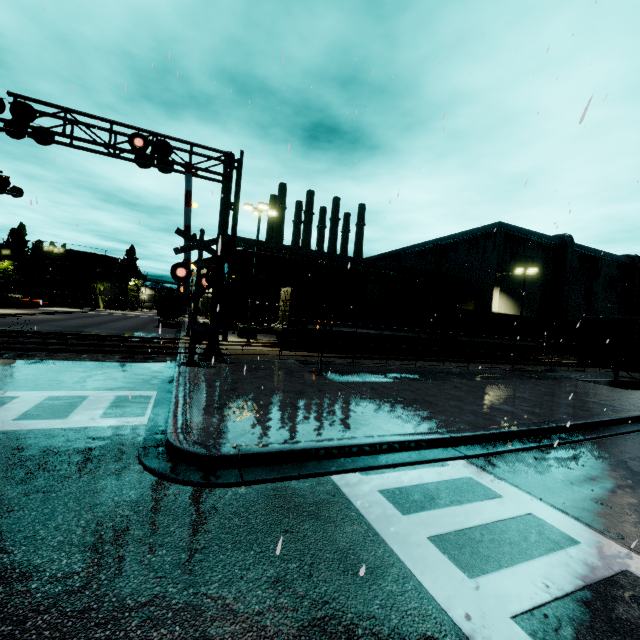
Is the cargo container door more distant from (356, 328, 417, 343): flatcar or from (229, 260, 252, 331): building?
(229, 260, 252, 331): building

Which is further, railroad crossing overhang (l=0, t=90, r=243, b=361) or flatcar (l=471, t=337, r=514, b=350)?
flatcar (l=471, t=337, r=514, b=350)

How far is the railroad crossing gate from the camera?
11.70m

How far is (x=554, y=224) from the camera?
7.3 meters

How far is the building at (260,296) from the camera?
35.59m

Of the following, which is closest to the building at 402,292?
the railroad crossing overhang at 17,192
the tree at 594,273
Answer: the tree at 594,273

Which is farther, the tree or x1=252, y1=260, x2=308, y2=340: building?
the tree

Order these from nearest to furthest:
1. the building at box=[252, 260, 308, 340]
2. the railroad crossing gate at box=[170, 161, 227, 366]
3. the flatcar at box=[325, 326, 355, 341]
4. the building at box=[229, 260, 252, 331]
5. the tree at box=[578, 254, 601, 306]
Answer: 1. the railroad crossing gate at box=[170, 161, 227, 366]
2. the flatcar at box=[325, 326, 355, 341]
3. the building at box=[252, 260, 308, 340]
4. the building at box=[229, 260, 252, 331]
5. the tree at box=[578, 254, 601, 306]
